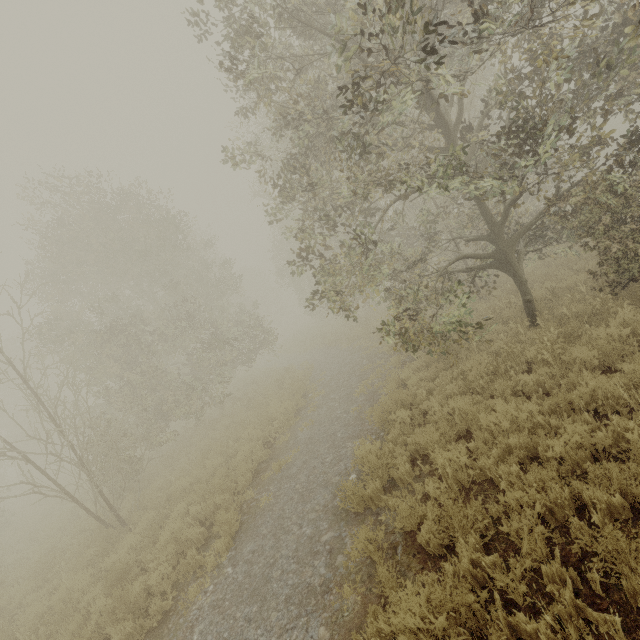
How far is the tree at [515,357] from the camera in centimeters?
674cm

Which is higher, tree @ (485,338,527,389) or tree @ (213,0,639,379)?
tree @ (213,0,639,379)

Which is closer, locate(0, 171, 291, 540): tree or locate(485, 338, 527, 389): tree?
locate(485, 338, 527, 389): tree

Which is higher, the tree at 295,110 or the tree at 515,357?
the tree at 295,110

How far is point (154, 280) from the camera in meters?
17.4

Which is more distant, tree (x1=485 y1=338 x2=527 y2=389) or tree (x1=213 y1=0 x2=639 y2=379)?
tree (x1=485 y1=338 x2=527 y2=389)

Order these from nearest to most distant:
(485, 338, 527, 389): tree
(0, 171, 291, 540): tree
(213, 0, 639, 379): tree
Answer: (213, 0, 639, 379): tree, (485, 338, 527, 389): tree, (0, 171, 291, 540): tree
